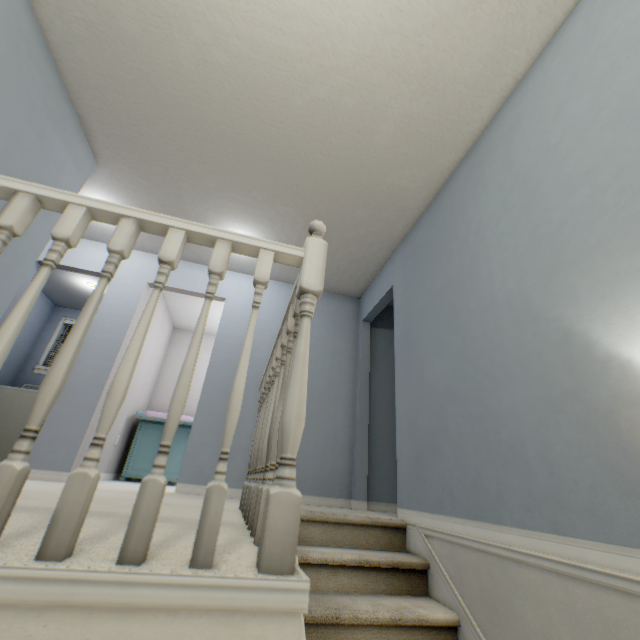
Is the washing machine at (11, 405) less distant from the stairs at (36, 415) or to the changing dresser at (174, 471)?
the changing dresser at (174, 471)

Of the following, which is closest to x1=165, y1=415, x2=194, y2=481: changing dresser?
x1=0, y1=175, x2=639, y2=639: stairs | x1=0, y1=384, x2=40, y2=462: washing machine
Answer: x1=0, y1=384, x2=40, y2=462: washing machine

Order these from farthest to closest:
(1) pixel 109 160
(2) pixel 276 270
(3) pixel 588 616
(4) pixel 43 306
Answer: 1. (4) pixel 43 306
2. (2) pixel 276 270
3. (1) pixel 109 160
4. (3) pixel 588 616

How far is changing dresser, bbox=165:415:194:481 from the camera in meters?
4.4
